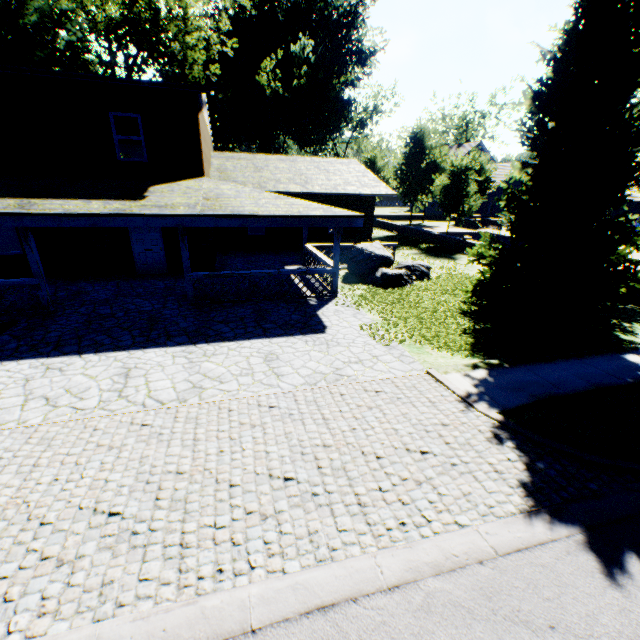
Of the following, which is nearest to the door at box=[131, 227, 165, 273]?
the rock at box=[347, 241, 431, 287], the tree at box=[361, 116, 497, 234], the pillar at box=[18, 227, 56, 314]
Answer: the pillar at box=[18, 227, 56, 314]

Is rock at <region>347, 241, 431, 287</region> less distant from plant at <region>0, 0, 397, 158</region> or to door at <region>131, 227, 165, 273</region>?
plant at <region>0, 0, 397, 158</region>

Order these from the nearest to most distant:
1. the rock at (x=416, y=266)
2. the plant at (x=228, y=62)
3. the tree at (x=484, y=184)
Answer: the rock at (x=416, y=266) → the tree at (x=484, y=184) → the plant at (x=228, y=62)

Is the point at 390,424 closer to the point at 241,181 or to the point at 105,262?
the point at 105,262

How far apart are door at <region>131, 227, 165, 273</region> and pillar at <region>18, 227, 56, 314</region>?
4.47m

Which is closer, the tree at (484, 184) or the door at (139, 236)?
the door at (139, 236)

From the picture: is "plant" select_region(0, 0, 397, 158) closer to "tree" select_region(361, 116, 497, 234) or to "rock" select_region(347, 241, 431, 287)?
"rock" select_region(347, 241, 431, 287)

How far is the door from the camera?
13.4m
